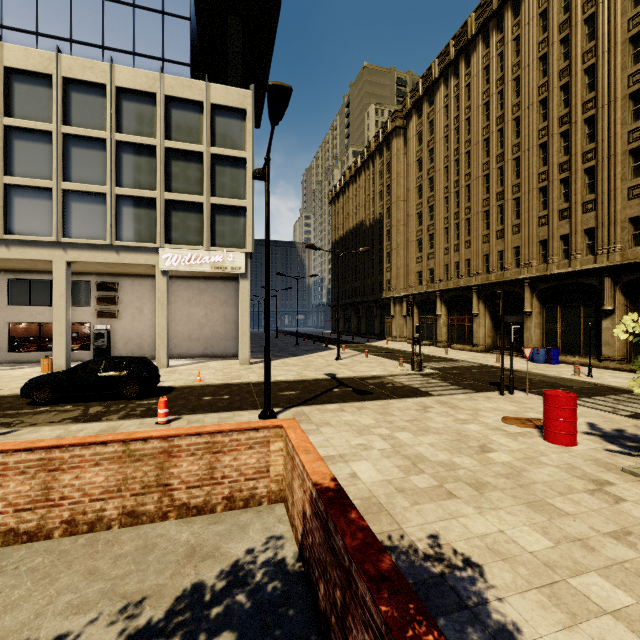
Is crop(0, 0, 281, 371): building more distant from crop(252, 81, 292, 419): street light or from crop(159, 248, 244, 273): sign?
crop(252, 81, 292, 419): street light

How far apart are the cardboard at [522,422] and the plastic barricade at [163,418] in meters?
9.2

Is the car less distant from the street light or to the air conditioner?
the street light

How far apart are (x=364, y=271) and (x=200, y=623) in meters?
49.2 m

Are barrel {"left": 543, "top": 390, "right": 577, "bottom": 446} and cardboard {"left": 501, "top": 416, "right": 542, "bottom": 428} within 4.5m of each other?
yes

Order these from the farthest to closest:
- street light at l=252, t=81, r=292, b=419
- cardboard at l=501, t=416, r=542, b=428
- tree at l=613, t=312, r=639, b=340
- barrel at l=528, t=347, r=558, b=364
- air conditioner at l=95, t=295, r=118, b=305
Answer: air conditioner at l=95, t=295, r=118, b=305
barrel at l=528, t=347, r=558, b=364
cardboard at l=501, t=416, r=542, b=428
street light at l=252, t=81, r=292, b=419
tree at l=613, t=312, r=639, b=340

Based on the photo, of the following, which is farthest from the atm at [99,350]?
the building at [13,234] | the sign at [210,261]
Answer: the sign at [210,261]

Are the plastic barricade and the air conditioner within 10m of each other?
no
